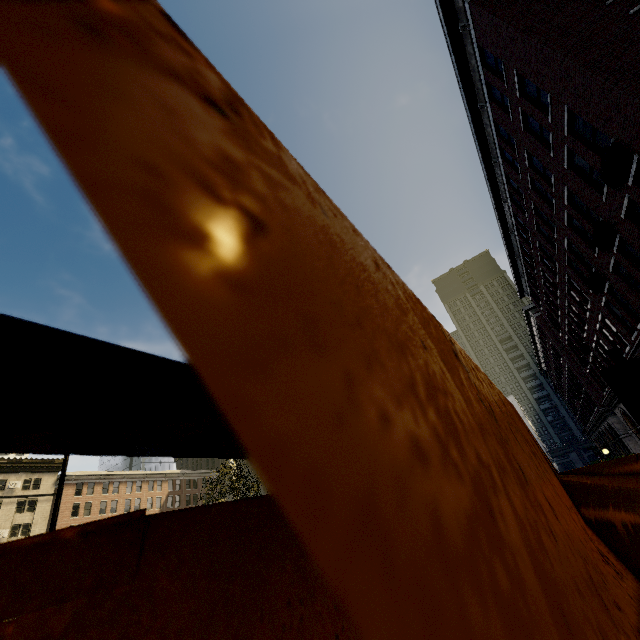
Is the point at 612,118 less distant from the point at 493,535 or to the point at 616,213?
the point at 616,213

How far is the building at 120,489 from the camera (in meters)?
49.69

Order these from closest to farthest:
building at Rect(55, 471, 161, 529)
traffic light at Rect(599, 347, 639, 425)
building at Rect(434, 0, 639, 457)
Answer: traffic light at Rect(599, 347, 639, 425)
building at Rect(434, 0, 639, 457)
building at Rect(55, 471, 161, 529)

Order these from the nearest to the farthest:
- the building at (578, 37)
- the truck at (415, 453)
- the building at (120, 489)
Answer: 1. the truck at (415, 453)
2. the building at (578, 37)
3. the building at (120, 489)

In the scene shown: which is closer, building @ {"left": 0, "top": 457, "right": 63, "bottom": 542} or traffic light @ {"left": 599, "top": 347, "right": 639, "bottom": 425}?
traffic light @ {"left": 599, "top": 347, "right": 639, "bottom": 425}

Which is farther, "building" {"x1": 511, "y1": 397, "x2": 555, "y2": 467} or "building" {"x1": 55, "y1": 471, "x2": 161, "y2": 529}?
"building" {"x1": 511, "y1": 397, "x2": 555, "y2": 467}

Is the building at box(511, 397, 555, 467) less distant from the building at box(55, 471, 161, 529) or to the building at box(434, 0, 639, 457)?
the building at box(434, 0, 639, 457)
